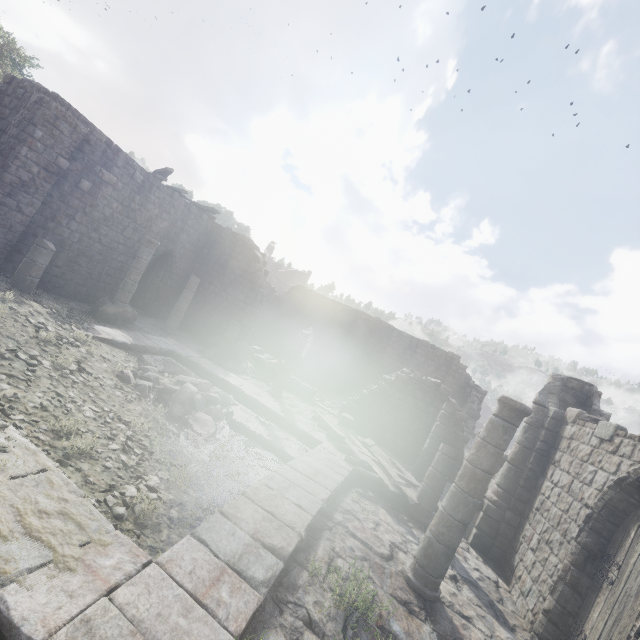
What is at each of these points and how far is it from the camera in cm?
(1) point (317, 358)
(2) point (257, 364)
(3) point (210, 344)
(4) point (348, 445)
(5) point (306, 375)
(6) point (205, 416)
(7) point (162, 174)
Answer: (1) building, 2736
(2) rubble, 1767
(3) rubble, 1839
(4) wooden plank rubble, 1076
(5) broken furniture, 2298
(6) rubble, 872
(7) wooden plank rubble, 1619

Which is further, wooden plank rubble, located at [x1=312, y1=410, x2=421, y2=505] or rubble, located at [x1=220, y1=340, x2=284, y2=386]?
rubble, located at [x1=220, y1=340, x2=284, y2=386]

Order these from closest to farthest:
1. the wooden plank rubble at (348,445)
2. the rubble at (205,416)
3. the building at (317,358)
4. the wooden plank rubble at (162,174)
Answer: the building at (317,358)
the rubble at (205,416)
the wooden plank rubble at (348,445)
the wooden plank rubble at (162,174)

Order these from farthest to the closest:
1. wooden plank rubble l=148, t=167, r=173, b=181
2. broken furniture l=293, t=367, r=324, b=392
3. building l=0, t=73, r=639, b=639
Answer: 1. broken furniture l=293, t=367, r=324, b=392
2. wooden plank rubble l=148, t=167, r=173, b=181
3. building l=0, t=73, r=639, b=639

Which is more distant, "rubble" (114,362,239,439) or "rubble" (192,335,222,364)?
"rubble" (192,335,222,364)

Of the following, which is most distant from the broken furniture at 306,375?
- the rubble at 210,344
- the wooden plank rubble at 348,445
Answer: the wooden plank rubble at 348,445

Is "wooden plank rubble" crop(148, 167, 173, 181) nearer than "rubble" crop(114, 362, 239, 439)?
No

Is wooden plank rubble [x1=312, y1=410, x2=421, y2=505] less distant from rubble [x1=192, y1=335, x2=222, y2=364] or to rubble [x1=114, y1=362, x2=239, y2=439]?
rubble [x1=114, y1=362, x2=239, y2=439]
